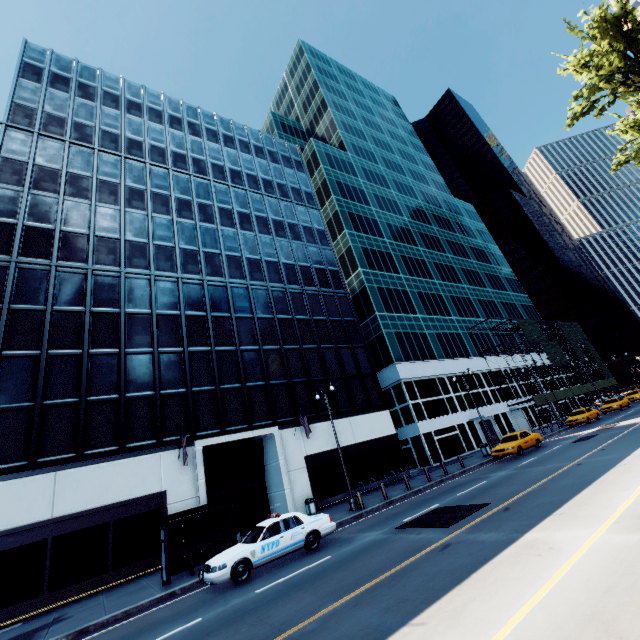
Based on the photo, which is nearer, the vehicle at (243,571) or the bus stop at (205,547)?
the vehicle at (243,571)

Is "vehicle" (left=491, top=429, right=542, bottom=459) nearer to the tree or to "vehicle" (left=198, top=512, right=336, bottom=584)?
"vehicle" (left=198, top=512, right=336, bottom=584)

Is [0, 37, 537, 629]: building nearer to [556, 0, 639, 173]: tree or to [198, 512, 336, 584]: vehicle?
[198, 512, 336, 584]: vehicle

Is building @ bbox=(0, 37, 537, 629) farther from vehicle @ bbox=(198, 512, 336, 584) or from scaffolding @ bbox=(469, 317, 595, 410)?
scaffolding @ bbox=(469, 317, 595, 410)

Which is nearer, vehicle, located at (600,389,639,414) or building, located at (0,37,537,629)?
building, located at (0,37,537,629)

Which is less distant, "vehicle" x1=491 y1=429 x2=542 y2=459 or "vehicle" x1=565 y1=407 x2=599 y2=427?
"vehicle" x1=491 y1=429 x2=542 y2=459

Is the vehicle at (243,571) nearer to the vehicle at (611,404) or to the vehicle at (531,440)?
the vehicle at (531,440)

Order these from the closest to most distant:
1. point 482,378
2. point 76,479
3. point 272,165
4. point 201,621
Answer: point 201,621 → point 76,479 → point 272,165 → point 482,378
